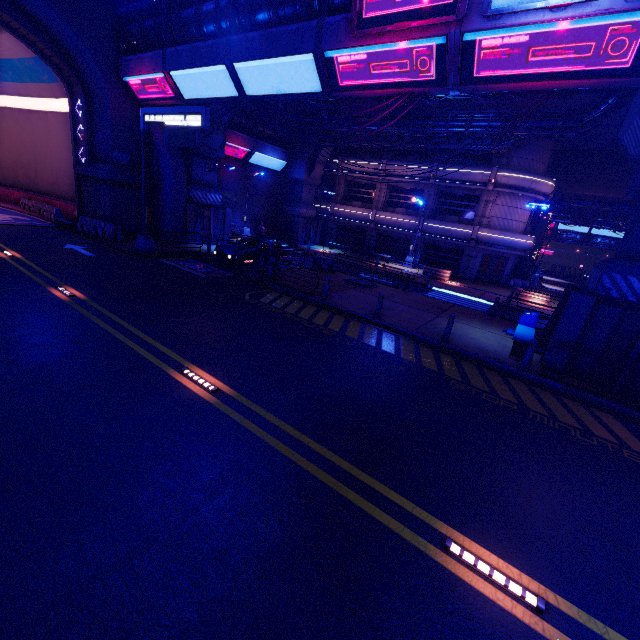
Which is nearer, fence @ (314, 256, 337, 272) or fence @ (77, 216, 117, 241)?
fence @ (77, 216, 117, 241)

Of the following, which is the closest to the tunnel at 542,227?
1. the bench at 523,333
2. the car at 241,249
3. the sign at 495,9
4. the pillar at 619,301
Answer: the pillar at 619,301

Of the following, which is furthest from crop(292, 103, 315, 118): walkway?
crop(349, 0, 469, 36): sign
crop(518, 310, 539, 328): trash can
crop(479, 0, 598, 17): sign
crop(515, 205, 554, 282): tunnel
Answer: crop(518, 310, 539, 328): trash can

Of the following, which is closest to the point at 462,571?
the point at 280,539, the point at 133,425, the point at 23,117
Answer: the point at 280,539

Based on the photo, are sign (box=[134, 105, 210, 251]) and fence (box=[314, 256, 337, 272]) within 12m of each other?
yes

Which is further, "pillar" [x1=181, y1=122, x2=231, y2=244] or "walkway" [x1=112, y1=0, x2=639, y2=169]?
"pillar" [x1=181, y1=122, x2=231, y2=244]

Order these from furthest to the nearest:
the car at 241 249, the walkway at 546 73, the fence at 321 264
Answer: the fence at 321 264
the car at 241 249
the walkway at 546 73

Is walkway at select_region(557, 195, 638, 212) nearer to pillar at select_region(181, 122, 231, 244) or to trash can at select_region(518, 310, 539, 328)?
trash can at select_region(518, 310, 539, 328)
